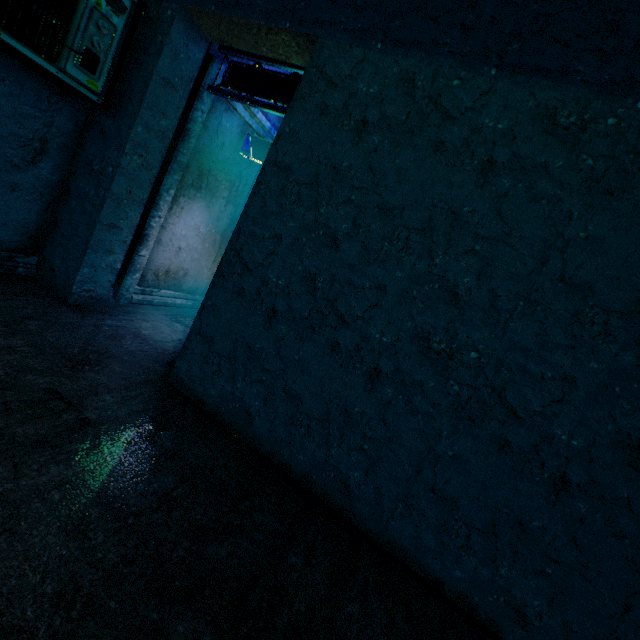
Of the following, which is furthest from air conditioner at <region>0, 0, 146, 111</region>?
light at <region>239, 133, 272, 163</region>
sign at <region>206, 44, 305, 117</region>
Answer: light at <region>239, 133, 272, 163</region>

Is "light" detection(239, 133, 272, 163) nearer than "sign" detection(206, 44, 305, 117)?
No

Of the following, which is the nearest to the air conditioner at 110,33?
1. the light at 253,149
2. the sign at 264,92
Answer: the sign at 264,92

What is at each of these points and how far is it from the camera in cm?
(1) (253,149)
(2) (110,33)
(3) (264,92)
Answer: (1) light, 450
(2) air conditioner, 257
(3) sign, 336

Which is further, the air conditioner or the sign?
the sign

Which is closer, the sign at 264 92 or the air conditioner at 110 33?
the air conditioner at 110 33

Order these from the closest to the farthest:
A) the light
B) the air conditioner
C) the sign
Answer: the air conditioner → the sign → the light

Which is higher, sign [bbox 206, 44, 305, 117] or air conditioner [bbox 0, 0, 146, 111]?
sign [bbox 206, 44, 305, 117]
